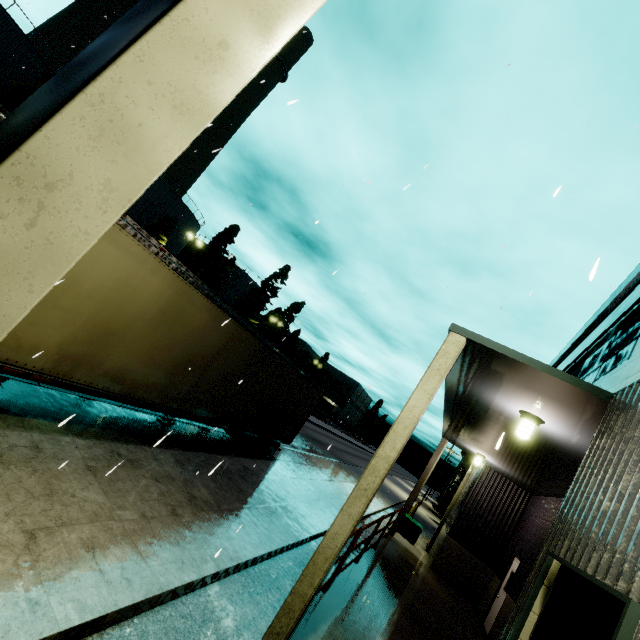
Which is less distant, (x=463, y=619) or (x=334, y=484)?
(x=463, y=619)

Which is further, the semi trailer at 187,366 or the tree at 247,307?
the tree at 247,307

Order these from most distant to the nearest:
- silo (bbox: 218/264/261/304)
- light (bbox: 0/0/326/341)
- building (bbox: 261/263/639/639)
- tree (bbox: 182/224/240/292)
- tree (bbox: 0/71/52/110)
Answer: silo (bbox: 218/264/261/304) → tree (bbox: 182/224/240/292) → tree (bbox: 0/71/52/110) → building (bbox: 261/263/639/639) → light (bbox: 0/0/326/341)

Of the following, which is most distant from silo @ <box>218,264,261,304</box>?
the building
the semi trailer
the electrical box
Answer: the electrical box

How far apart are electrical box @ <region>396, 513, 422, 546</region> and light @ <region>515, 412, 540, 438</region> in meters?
13.7 m

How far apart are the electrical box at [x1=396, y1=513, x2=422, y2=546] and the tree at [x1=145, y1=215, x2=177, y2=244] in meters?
34.7

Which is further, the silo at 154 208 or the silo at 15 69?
the silo at 154 208

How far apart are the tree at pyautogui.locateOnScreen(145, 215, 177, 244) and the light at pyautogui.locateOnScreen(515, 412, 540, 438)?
38.0m
